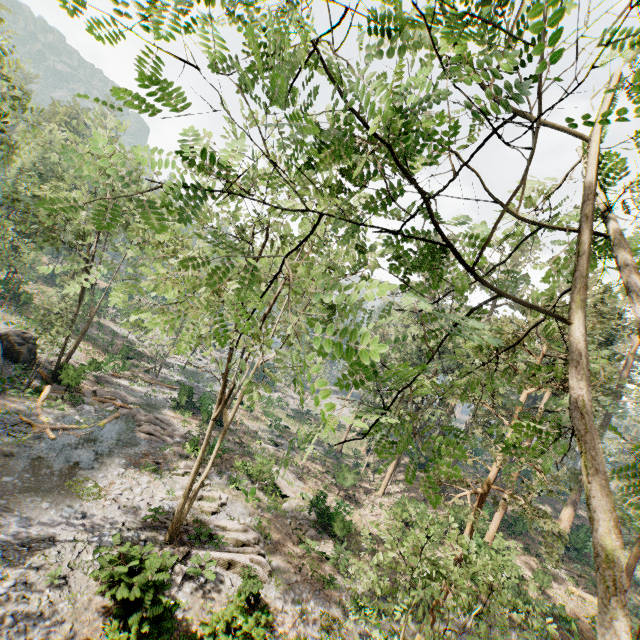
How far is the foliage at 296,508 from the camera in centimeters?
2173cm

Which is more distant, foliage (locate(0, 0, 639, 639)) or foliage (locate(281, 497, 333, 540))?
foliage (locate(281, 497, 333, 540))

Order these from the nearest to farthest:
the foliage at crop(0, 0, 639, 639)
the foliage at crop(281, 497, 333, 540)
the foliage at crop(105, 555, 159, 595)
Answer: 1. the foliage at crop(0, 0, 639, 639)
2. the foliage at crop(105, 555, 159, 595)
3. the foliage at crop(281, 497, 333, 540)

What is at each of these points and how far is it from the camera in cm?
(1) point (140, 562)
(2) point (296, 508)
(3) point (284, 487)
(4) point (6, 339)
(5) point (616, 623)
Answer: (1) foliage, 1120
(2) foliage, 2348
(3) foliage, 2583
(4) rock, 2470
(5) foliage, 254

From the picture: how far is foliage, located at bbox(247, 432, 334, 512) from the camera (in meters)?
2.66

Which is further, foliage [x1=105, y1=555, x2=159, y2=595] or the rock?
the rock
